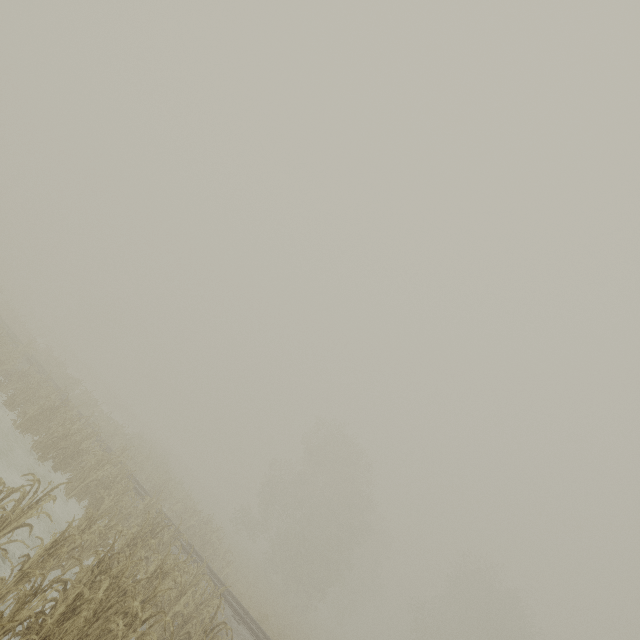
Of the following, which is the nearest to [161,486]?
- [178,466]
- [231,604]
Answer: [231,604]
